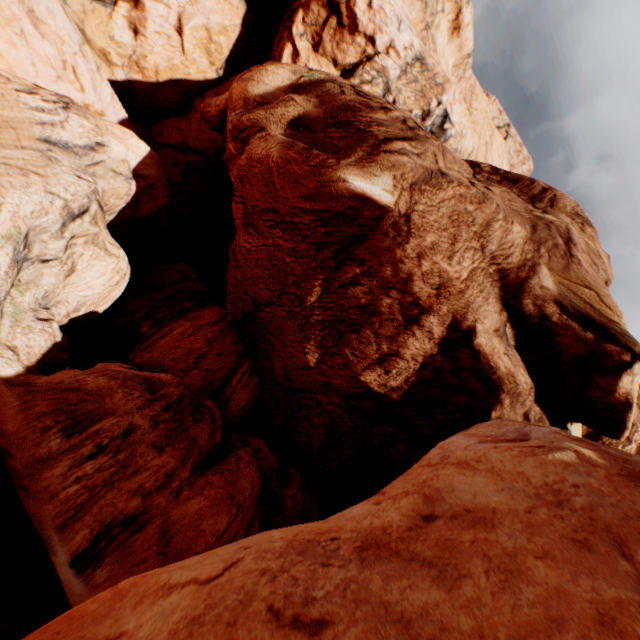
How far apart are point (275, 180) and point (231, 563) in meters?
10.1 m
